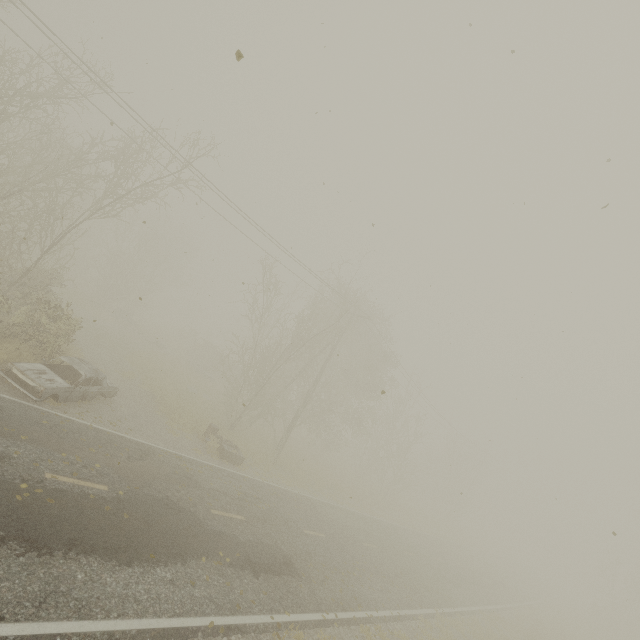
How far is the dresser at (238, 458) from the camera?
16.14m

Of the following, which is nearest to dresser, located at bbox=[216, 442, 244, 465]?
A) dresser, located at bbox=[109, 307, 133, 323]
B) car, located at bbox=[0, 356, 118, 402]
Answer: car, located at bbox=[0, 356, 118, 402]

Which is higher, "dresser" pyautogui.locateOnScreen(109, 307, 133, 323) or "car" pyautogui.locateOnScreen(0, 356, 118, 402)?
"dresser" pyautogui.locateOnScreen(109, 307, 133, 323)

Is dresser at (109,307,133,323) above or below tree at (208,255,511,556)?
above

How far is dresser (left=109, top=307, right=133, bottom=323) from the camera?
32.1m

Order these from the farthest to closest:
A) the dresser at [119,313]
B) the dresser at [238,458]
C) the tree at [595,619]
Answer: the dresser at [119,313] → the tree at [595,619] → the dresser at [238,458]

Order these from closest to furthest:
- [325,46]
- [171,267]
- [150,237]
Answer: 1. [325,46]
2. [150,237]
3. [171,267]
